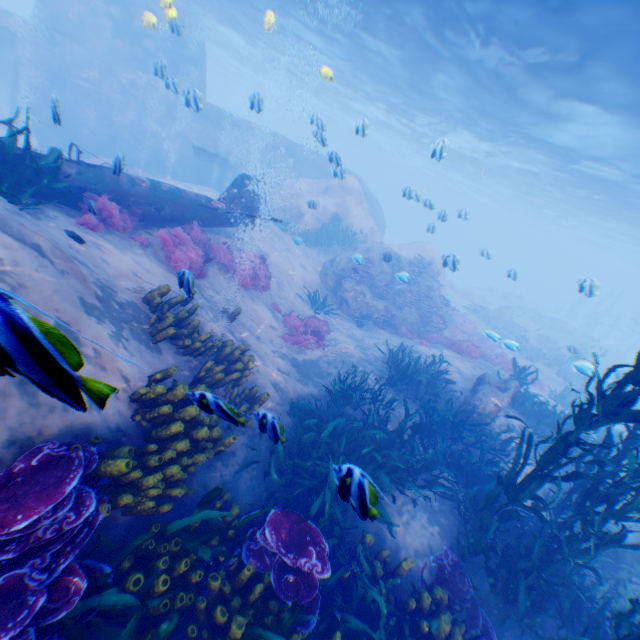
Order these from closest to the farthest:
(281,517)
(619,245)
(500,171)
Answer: (281,517) → (500,171) → (619,245)

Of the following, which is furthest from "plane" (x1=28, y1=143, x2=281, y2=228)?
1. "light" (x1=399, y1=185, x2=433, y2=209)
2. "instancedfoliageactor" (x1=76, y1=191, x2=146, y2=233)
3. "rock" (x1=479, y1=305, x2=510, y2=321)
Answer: "rock" (x1=479, y1=305, x2=510, y2=321)

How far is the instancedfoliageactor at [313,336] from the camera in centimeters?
1122cm

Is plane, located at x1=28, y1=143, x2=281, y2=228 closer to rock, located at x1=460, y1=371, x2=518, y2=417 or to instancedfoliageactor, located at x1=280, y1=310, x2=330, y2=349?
rock, located at x1=460, y1=371, x2=518, y2=417

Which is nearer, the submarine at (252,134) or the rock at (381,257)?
the rock at (381,257)

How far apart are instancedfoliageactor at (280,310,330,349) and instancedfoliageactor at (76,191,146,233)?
5.16m

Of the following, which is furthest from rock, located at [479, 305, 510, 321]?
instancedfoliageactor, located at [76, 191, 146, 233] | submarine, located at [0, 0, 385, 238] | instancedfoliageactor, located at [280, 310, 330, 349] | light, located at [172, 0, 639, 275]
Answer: instancedfoliageactor, located at [76, 191, 146, 233]

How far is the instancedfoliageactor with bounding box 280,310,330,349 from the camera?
11.22m
